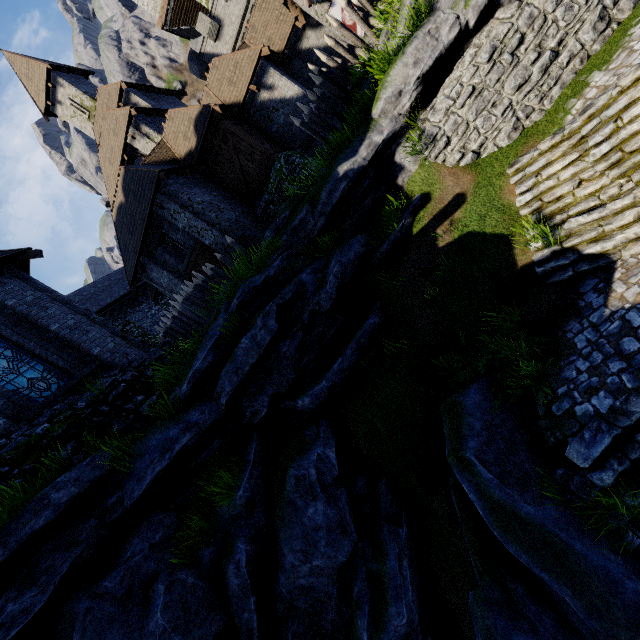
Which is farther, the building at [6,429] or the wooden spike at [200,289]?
the wooden spike at [200,289]

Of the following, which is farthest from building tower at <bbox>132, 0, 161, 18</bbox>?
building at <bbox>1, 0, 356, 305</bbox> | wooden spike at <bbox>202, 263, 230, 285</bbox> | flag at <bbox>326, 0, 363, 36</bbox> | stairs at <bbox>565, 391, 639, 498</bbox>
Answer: stairs at <bbox>565, 391, 639, 498</bbox>

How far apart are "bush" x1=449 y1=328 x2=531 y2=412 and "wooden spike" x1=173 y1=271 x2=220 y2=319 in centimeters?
930cm

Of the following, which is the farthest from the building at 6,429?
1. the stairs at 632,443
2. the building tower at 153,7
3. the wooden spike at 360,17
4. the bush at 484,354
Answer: the building tower at 153,7

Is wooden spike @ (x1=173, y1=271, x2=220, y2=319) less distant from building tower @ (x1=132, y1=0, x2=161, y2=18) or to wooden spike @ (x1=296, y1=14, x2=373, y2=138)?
wooden spike @ (x1=296, y1=14, x2=373, y2=138)

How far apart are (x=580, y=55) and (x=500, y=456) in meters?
10.1

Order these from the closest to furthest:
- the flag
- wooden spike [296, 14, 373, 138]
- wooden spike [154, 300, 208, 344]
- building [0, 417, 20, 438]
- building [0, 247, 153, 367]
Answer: building [0, 417, 20, 438] < building [0, 247, 153, 367] < wooden spike [296, 14, 373, 138] < wooden spike [154, 300, 208, 344] < the flag

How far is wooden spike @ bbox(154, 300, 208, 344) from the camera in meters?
12.1 m
